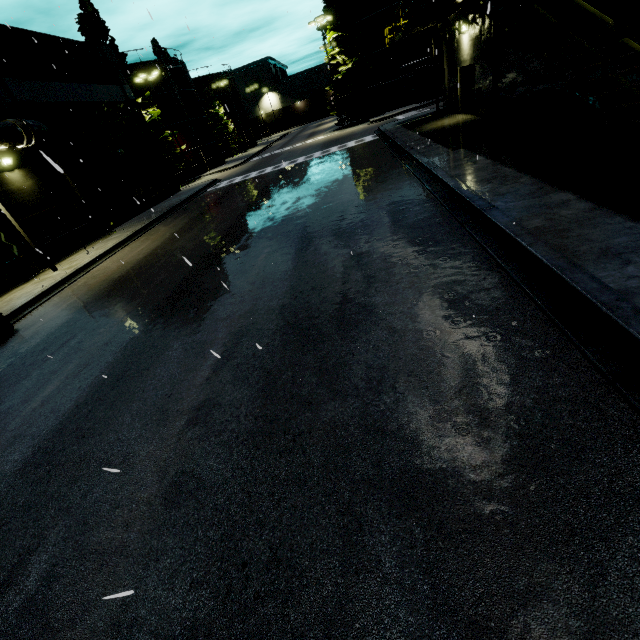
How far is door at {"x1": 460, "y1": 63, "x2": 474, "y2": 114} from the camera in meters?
17.6 m

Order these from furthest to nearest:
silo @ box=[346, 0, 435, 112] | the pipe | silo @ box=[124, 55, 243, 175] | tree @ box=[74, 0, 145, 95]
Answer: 1. silo @ box=[124, 55, 243, 175]
2. silo @ box=[346, 0, 435, 112]
3. tree @ box=[74, 0, 145, 95]
4. the pipe

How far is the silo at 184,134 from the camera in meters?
36.9

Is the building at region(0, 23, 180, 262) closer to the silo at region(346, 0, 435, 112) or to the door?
the door

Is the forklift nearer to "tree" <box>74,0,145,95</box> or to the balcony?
the balcony

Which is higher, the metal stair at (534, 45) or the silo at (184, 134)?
the silo at (184, 134)

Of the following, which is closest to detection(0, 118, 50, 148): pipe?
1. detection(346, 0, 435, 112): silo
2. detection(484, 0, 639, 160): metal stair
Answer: detection(346, 0, 435, 112): silo

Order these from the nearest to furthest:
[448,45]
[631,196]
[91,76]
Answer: [631,196] < [448,45] < [91,76]
